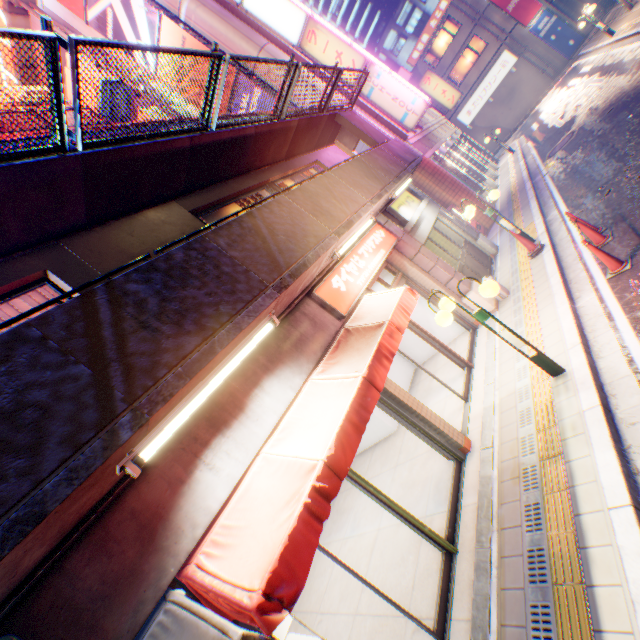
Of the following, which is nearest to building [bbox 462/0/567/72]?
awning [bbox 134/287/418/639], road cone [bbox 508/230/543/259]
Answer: road cone [bbox 508/230/543/259]

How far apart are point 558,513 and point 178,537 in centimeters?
420cm

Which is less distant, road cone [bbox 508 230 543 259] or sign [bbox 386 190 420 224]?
road cone [bbox 508 230 543 259]

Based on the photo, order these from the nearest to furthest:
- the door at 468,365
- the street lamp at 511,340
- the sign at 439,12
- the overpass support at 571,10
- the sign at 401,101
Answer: the street lamp at 511,340 < the door at 468,365 < the sign at 401,101 < the sign at 439,12 < the overpass support at 571,10

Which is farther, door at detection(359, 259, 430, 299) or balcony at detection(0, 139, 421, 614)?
door at detection(359, 259, 430, 299)

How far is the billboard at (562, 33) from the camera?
28.36m

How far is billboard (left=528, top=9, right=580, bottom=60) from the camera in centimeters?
2836cm

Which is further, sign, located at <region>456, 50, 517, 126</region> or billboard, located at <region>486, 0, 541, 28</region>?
sign, located at <region>456, 50, 517, 126</region>
